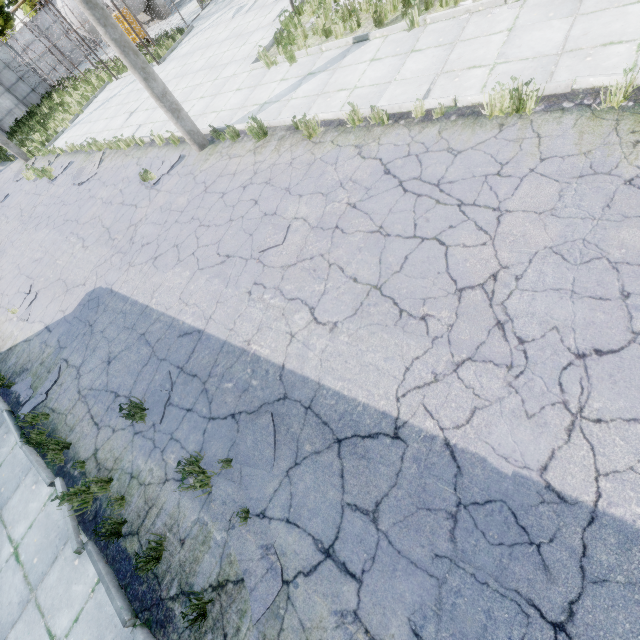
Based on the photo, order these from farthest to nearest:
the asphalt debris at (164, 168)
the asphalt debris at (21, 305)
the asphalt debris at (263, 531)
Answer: the asphalt debris at (164, 168) → the asphalt debris at (21, 305) → the asphalt debris at (263, 531)

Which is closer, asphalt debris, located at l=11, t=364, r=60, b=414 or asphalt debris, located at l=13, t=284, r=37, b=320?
asphalt debris, located at l=11, t=364, r=60, b=414

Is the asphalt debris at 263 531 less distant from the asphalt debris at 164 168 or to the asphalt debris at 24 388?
the asphalt debris at 24 388

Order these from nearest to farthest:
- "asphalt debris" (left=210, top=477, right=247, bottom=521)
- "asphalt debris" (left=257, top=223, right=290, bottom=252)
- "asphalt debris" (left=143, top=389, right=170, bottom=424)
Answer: "asphalt debris" (left=210, top=477, right=247, bottom=521) < "asphalt debris" (left=143, top=389, right=170, bottom=424) < "asphalt debris" (left=257, top=223, right=290, bottom=252)

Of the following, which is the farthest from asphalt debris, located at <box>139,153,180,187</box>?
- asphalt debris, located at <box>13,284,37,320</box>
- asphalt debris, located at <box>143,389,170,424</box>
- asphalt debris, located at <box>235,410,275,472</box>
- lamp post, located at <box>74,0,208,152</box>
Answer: asphalt debris, located at <box>235,410,275,472</box>

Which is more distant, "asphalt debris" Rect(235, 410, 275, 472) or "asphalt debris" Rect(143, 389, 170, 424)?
"asphalt debris" Rect(143, 389, 170, 424)

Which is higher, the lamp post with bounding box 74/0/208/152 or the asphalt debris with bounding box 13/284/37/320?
the lamp post with bounding box 74/0/208/152

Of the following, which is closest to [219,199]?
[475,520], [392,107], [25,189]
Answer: [392,107]
